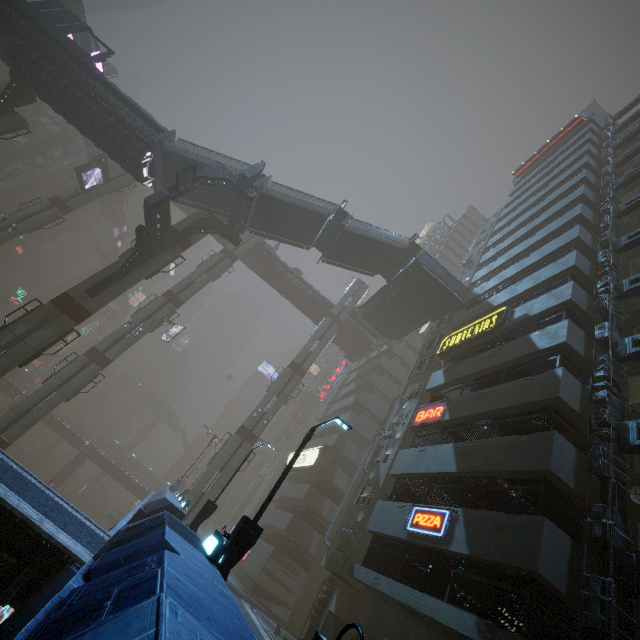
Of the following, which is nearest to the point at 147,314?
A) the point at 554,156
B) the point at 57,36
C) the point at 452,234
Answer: the point at 57,36

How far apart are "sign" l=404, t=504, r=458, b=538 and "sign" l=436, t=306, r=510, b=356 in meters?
10.4

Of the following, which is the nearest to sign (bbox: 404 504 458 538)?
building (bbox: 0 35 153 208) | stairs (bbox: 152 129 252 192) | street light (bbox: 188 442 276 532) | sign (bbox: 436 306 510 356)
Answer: building (bbox: 0 35 153 208)

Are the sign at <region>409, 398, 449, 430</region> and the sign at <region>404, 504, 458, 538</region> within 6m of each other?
yes

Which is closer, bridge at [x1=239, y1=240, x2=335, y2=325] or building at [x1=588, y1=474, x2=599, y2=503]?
building at [x1=588, y1=474, x2=599, y2=503]

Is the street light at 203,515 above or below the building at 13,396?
above

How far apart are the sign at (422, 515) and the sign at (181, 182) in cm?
2148

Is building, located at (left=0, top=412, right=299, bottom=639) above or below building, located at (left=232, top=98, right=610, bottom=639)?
below
